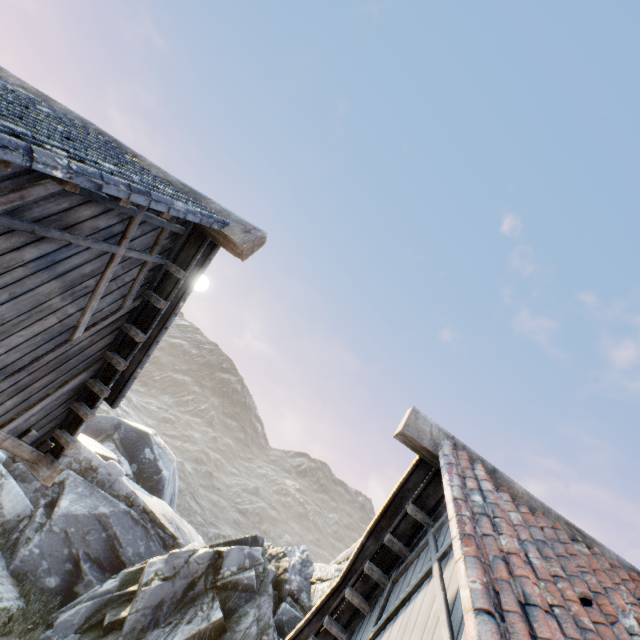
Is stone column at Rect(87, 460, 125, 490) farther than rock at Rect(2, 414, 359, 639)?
Yes

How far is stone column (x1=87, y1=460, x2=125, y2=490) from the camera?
11.88m

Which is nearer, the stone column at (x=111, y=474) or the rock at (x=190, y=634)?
the rock at (x=190, y=634)

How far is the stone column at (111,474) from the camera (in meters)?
11.88

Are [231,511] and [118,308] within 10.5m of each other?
no
